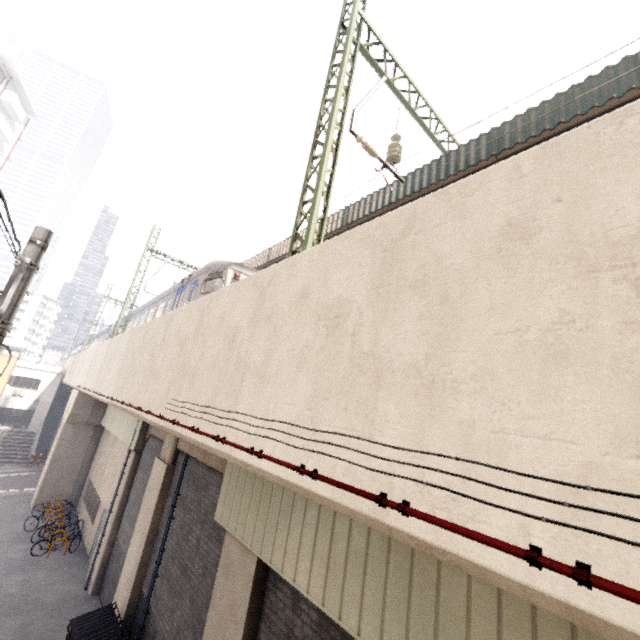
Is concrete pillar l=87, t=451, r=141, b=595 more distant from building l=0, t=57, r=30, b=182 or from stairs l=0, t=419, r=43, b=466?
building l=0, t=57, r=30, b=182

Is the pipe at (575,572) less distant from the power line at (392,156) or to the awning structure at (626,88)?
the power line at (392,156)

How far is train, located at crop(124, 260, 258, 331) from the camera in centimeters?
1142cm

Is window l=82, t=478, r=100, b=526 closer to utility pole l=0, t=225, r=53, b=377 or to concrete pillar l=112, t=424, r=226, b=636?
concrete pillar l=112, t=424, r=226, b=636

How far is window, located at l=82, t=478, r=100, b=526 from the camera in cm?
1634

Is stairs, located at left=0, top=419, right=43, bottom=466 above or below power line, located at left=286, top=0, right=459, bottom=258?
below

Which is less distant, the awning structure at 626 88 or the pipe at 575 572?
the pipe at 575 572

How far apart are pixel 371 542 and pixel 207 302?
5.3 meters
